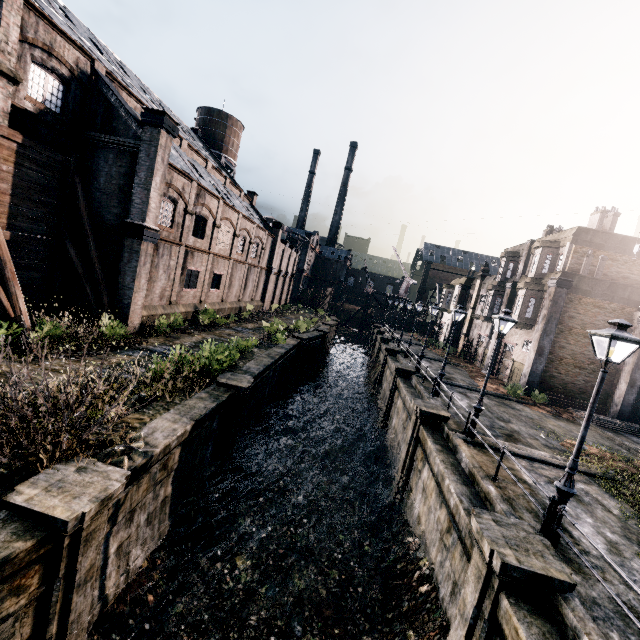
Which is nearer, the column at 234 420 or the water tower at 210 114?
the column at 234 420

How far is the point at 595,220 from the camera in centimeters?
2542cm

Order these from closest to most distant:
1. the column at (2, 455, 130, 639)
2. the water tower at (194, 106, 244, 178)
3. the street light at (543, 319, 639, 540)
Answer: the column at (2, 455, 130, 639)
the street light at (543, 319, 639, 540)
the water tower at (194, 106, 244, 178)

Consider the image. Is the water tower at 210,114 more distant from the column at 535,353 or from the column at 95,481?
the column at 95,481

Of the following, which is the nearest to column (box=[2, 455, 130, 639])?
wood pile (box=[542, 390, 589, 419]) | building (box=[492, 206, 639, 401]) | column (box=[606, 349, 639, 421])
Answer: wood pile (box=[542, 390, 589, 419])

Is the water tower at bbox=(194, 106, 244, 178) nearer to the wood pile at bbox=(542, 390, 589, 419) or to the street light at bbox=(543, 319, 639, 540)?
the wood pile at bbox=(542, 390, 589, 419)

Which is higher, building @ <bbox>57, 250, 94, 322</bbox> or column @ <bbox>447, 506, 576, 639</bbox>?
building @ <bbox>57, 250, 94, 322</bbox>

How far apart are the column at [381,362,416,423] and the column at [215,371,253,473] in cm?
1250
